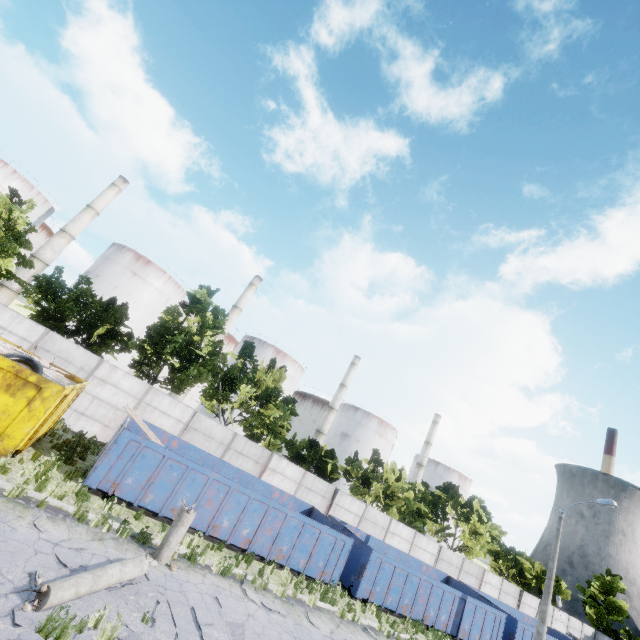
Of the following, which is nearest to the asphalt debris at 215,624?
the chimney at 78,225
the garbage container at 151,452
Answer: the garbage container at 151,452

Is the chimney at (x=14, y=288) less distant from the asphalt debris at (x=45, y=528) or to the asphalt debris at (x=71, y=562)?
the asphalt debris at (x=45, y=528)

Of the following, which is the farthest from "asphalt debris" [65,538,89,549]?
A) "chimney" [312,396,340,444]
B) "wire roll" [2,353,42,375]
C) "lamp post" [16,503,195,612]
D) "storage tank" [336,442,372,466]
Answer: "storage tank" [336,442,372,466]

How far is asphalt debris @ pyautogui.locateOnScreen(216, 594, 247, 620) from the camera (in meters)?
8.86

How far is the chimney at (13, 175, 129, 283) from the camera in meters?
40.5 m

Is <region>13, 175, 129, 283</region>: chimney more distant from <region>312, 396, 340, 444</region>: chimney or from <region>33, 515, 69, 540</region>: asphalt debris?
<region>312, 396, 340, 444</region>: chimney

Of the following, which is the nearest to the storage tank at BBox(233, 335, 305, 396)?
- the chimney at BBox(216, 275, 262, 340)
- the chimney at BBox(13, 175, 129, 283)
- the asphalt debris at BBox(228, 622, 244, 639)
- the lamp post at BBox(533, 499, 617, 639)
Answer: the chimney at BBox(216, 275, 262, 340)

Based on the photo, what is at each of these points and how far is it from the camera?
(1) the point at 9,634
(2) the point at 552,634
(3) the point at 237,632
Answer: (1) asphalt debris, 5.1m
(2) garbage container, 26.8m
(3) asphalt debris, 8.2m
